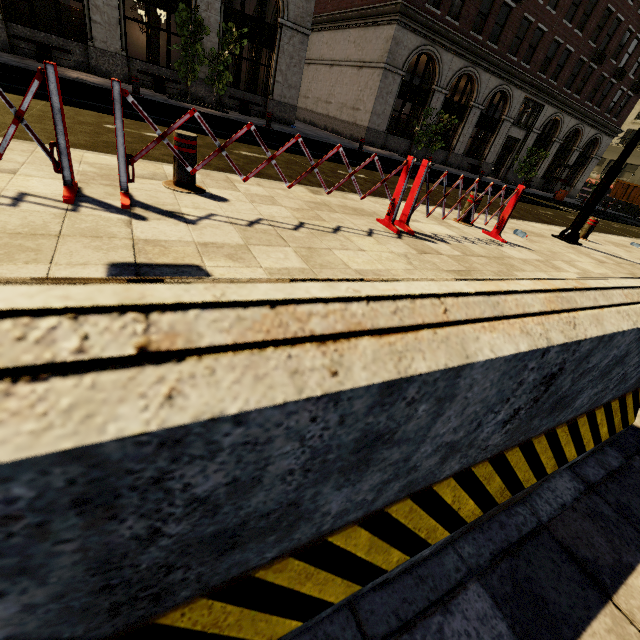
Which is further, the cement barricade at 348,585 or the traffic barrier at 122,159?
the traffic barrier at 122,159

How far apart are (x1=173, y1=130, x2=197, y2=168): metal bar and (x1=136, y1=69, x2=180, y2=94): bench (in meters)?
14.96

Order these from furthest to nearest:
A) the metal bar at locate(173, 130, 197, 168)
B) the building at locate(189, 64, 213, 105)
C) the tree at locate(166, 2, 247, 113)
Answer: the building at locate(189, 64, 213, 105) < the tree at locate(166, 2, 247, 113) < the metal bar at locate(173, 130, 197, 168)

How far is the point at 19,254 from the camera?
1.8m

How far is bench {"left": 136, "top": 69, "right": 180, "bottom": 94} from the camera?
14.3m

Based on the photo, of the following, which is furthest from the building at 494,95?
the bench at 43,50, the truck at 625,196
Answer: the truck at 625,196

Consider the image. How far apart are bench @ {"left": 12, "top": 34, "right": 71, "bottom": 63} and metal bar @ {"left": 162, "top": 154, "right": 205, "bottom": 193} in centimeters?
1512cm
